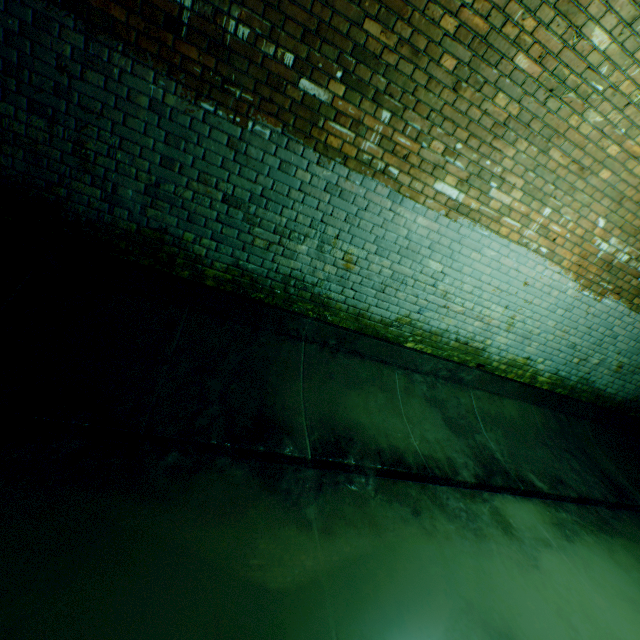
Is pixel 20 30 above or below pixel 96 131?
above
